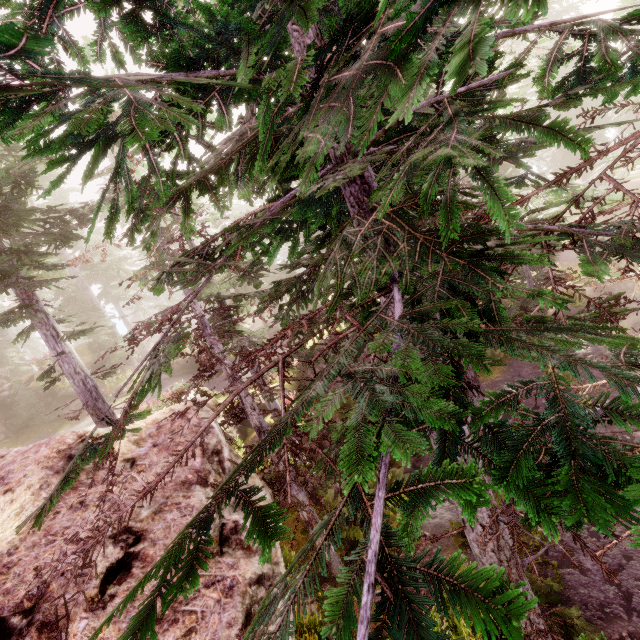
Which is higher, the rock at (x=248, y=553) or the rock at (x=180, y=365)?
the rock at (x=248, y=553)

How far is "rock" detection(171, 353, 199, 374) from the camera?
25.67m

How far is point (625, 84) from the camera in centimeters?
261cm

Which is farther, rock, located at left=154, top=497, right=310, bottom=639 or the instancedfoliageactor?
rock, located at left=154, top=497, right=310, bottom=639

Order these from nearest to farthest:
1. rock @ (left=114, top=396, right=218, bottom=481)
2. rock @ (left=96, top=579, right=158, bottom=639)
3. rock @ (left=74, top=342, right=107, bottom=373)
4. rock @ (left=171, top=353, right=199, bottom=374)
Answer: rock @ (left=96, top=579, right=158, bottom=639)
rock @ (left=114, top=396, right=218, bottom=481)
rock @ (left=74, top=342, right=107, bottom=373)
rock @ (left=171, top=353, right=199, bottom=374)

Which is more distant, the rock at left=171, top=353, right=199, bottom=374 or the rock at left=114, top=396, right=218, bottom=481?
the rock at left=171, top=353, right=199, bottom=374

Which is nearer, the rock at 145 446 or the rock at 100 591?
the rock at 100 591

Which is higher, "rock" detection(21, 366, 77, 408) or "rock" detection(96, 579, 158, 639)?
"rock" detection(21, 366, 77, 408)
